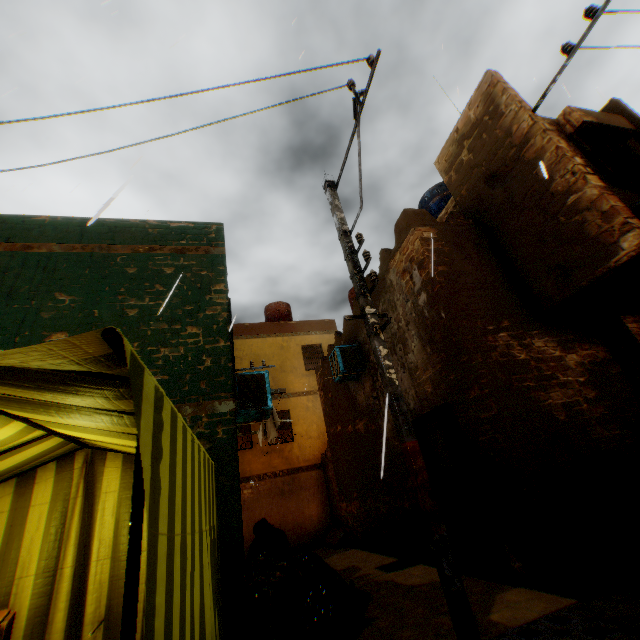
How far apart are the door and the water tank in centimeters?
654cm

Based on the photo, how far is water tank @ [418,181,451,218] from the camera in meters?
10.6 m

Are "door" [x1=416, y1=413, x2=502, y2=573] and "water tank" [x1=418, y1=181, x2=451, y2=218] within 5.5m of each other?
no

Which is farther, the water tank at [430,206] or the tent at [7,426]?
the water tank at [430,206]

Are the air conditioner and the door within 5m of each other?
yes

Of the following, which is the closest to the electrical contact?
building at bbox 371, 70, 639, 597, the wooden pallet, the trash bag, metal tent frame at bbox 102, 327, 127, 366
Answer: building at bbox 371, 70, 639, 597

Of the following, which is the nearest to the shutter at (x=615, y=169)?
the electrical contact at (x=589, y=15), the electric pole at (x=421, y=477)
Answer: the electrical contact at (x=589, y=15)

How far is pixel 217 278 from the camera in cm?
616
